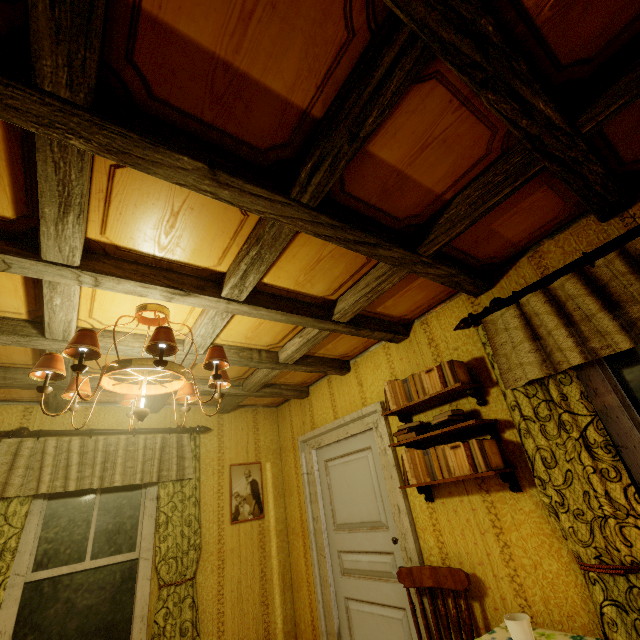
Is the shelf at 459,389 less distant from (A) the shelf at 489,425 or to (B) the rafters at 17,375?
(A) the shelf at 489,425

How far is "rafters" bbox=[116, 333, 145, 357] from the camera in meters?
2.3 m

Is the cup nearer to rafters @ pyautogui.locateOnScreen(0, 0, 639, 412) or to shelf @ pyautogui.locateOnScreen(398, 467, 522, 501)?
shelf @ pyautogui.locateOnScreen(398, 467, 522, 501)

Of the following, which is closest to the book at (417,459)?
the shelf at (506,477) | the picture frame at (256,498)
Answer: the shelf at (506,477)

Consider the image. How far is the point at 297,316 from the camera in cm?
230

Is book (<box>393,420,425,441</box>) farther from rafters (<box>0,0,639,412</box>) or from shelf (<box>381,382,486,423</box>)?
rafters (<box>0,0,639,412</box>)

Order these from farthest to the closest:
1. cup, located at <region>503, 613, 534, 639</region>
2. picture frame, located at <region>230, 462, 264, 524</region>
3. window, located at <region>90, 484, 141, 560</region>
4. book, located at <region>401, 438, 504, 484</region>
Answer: picture frame, located at <region>230, 462, 264, 524</region>, window, located at <region>90, 484, 141, 560</region>, book, located at <region>401, 438, 504, 484</region>, cup, located at <region>503, 613, 534, 639</region>
